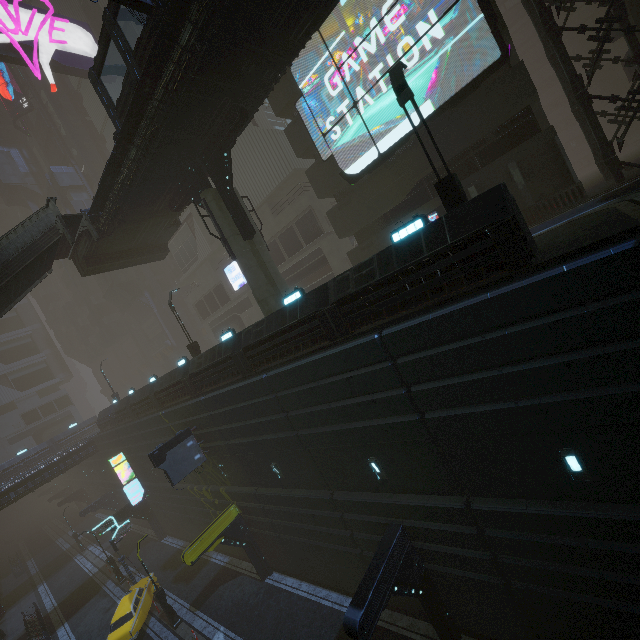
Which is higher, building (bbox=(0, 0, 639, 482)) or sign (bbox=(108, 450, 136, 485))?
building (bbox=(0, 0, 639, 482))

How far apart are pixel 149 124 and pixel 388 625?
23.6m

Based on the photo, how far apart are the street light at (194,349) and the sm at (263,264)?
Answer: 7.42m

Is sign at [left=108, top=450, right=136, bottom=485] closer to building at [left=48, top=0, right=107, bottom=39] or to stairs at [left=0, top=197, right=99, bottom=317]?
building at [left=48, top=0, right=107, bottom=39]

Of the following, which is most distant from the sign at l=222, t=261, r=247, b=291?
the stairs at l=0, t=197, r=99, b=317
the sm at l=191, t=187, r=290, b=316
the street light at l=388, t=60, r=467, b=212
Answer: the stairs at l=0, t=197, r=99, b=317

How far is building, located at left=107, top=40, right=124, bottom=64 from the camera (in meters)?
34.16

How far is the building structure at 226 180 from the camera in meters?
Answer: 14.4

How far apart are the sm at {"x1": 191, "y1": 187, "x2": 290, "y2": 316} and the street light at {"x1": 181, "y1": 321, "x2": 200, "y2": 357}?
7.42m
